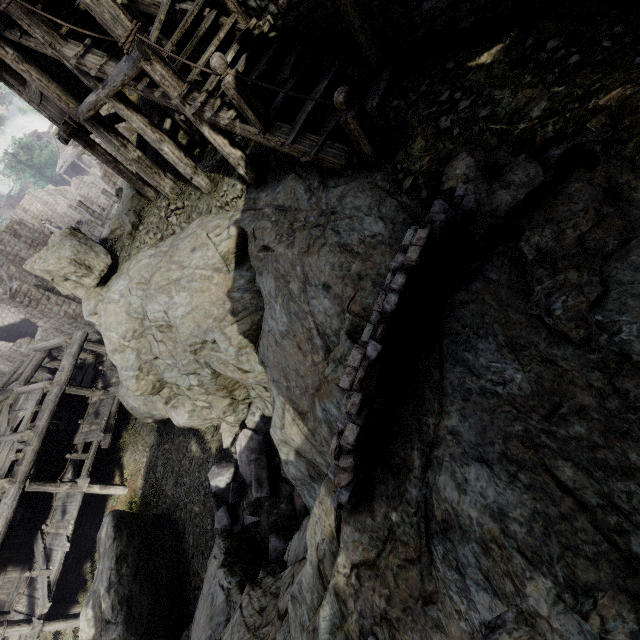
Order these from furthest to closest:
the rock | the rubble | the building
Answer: the rubble → the building → the rock

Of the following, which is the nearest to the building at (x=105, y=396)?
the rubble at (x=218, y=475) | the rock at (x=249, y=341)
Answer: the rock at (x=249, y=341)

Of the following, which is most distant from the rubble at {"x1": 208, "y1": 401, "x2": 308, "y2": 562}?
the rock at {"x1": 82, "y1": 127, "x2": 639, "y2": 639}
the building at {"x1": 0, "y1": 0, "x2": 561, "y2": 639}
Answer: the building at {"x1": 0, "y1": 0, "x2": 561, "y2": 639}

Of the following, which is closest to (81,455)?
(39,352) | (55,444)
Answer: (55,444)

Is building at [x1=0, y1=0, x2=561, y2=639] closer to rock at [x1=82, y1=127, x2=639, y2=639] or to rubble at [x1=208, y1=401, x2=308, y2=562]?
rock at [x1=82, y1=127, x2=639, y2=639]

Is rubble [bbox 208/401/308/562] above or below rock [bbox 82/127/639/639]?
below
